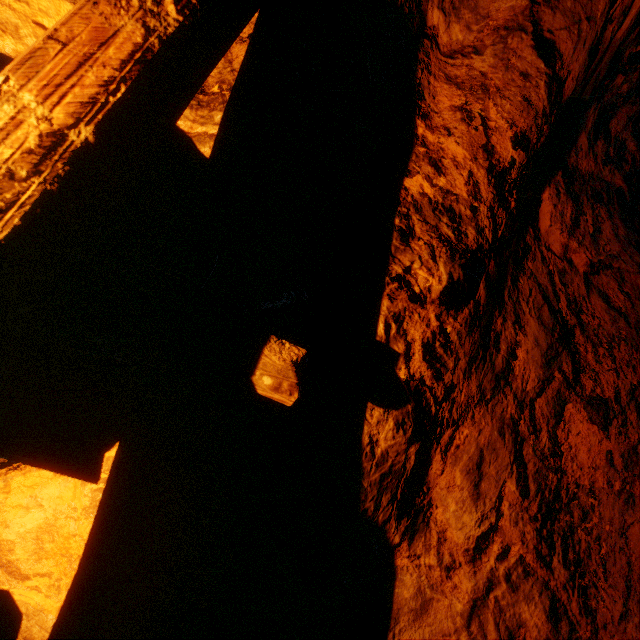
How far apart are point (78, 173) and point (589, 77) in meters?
2.5
